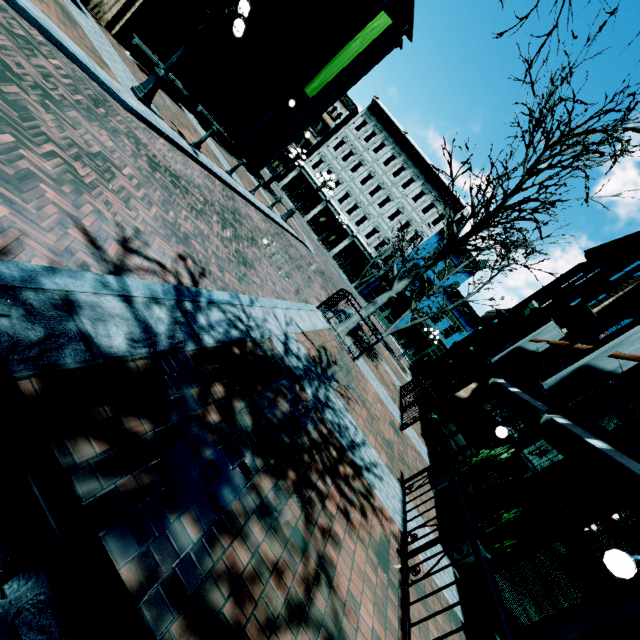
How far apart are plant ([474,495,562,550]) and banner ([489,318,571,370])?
9.0 meters

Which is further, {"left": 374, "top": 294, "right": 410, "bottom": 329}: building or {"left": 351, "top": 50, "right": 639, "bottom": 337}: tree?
{"left": 374, "top": 294, "right": 410, "bottom": 329}: building

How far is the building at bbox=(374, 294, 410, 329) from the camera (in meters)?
32.91

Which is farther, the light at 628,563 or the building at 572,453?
the building at 572,453

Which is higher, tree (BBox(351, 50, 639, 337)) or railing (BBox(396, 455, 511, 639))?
tree (BBox(351, 50, 639, 337))

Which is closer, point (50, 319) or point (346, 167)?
point (50, 319)

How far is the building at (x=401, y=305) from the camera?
32.9m

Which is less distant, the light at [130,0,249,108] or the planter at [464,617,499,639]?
the planter at [464,617,499,639]
